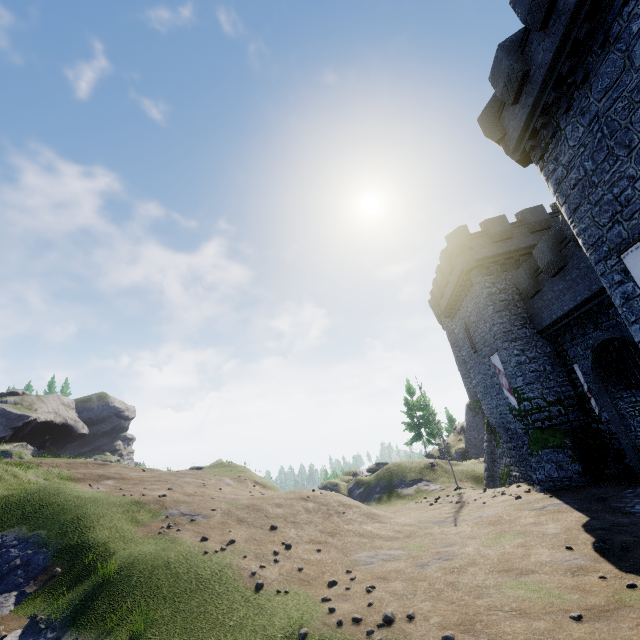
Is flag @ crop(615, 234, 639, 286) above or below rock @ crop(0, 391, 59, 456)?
below

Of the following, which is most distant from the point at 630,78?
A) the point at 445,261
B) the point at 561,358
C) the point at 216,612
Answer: → the point at 216,612

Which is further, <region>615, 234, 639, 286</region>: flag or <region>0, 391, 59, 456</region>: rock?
<region>0, 391, 59, 456</region>: rock

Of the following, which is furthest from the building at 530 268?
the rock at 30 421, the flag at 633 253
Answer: the rock at 30 421

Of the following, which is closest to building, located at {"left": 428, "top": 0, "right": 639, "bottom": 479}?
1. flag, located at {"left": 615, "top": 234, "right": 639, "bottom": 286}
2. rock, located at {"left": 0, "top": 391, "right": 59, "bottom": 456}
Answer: flag, located at {"left": 615, "top": 234, "right": 639, "bottom": 286}

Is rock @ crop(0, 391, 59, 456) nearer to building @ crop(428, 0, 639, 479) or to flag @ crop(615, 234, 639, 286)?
building @ crop(428, 0, 639, 479)

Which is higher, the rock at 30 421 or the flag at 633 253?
the rock at 30 421
